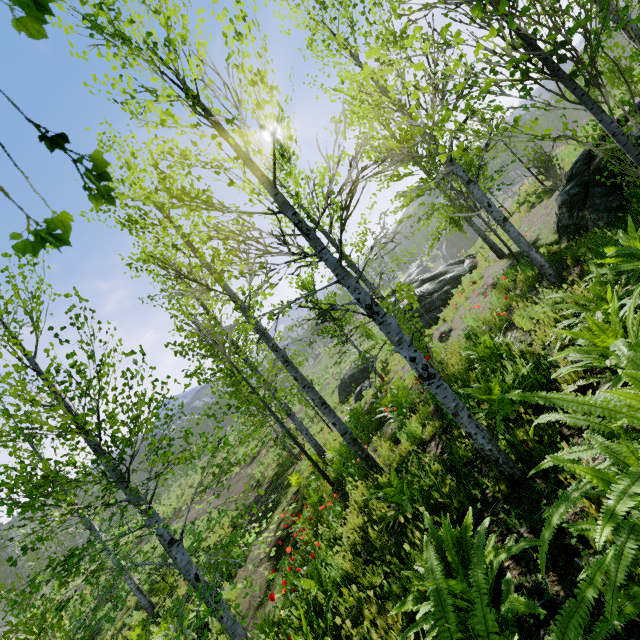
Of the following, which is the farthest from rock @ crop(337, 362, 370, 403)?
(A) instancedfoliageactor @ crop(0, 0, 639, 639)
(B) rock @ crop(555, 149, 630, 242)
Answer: (B) rock @ crop(555, 149, 630, 242)

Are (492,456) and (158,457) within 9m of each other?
yes

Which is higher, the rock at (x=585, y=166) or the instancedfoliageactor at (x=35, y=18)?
the instancedfoliageactor at (x=35, y=18)

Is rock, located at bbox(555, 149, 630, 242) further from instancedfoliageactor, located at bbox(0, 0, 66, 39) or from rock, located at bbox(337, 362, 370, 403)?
rock, located at bbox(337, 362, 370, 403)

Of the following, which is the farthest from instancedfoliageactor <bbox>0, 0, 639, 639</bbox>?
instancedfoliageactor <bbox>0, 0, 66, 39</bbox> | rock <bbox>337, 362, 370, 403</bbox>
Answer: rock <bbox>337, 362, 370, 403</bbox>

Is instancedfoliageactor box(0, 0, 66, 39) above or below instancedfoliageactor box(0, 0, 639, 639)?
above

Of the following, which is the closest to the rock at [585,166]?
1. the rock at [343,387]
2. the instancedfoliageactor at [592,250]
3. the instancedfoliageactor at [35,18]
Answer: the instancedfoliageactor at [35,18]
